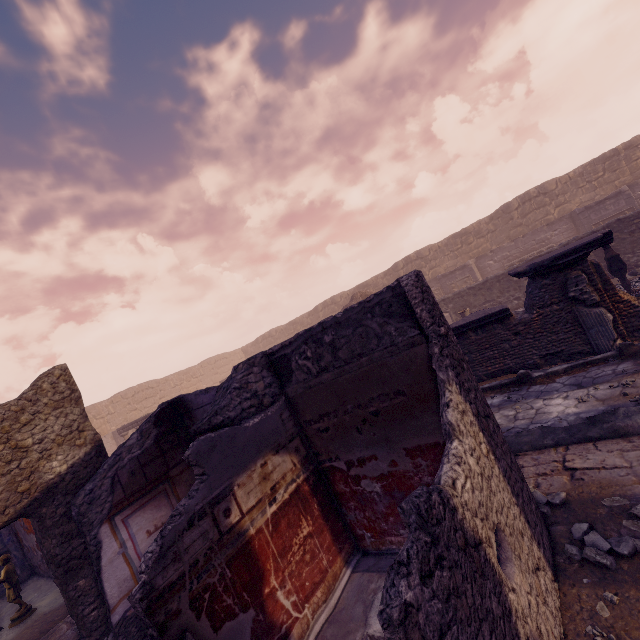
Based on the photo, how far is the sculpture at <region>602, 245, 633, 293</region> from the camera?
8.9 meters

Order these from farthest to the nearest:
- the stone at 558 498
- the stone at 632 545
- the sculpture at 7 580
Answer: the sculpture at 7 580 → the stone at 558 498 → the stone at 632 545

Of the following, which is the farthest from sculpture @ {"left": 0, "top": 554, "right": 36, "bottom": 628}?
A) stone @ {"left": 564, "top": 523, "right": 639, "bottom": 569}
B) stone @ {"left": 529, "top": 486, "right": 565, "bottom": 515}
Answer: stone @ {"left": 564, "top": 523, "right": 639, "bottom": 569}

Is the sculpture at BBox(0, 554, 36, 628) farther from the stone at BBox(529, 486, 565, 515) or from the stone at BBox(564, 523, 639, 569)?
the stone at BBox(564, 523, 639, 569)

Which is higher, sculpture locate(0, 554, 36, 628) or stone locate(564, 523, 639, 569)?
sculpture locate(0, 554, 36, 628)

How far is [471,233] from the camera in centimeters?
2161cm

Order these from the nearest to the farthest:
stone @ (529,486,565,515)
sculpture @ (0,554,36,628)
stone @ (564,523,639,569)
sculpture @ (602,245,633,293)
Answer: stone @ (564,523,639,569)
stone @ (529,486,565,515)
sculpture @ (0,554,36,628)
sculpture @ (602,245,633,293)

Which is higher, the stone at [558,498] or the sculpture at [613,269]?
the sculpture at [613,269]
